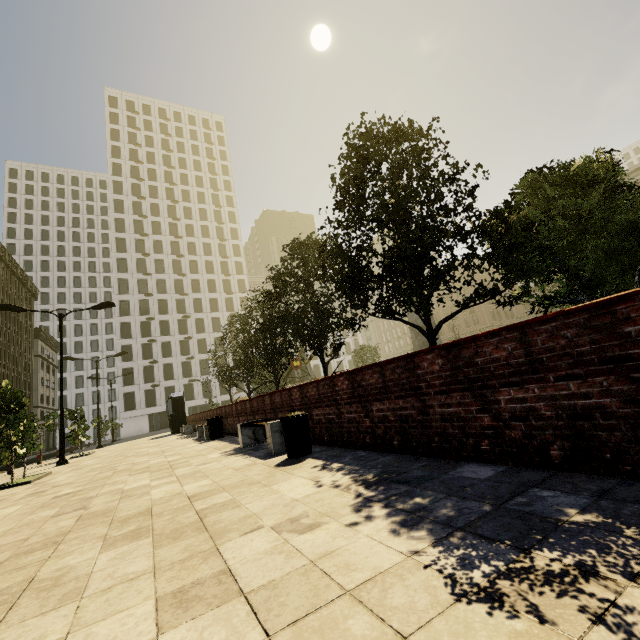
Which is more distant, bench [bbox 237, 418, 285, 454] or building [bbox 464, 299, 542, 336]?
building [bbox 464, 299, 542, 336]

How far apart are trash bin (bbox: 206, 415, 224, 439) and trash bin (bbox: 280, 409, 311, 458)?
8.09m

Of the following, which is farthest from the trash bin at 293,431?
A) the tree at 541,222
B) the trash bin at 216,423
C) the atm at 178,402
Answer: the atm at 178,402

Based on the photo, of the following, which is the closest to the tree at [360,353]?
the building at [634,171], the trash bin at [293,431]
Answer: the building at [634,171]

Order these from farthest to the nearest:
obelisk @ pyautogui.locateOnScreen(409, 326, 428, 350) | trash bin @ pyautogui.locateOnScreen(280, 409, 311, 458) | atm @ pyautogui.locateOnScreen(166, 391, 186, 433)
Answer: atm @ pyautogui.locateOnScreen(166, 391, 186, 433)
obelisk @ pyautogui.locateOnScreen(409, 326, 428, 350)
trash bin @ pyautogui.locateOnScreen(280, 409, 311, 458)

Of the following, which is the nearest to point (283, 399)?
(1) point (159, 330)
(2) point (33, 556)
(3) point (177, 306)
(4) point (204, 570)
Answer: (2) point (33, 556)

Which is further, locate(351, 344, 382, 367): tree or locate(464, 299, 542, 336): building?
locate(464, 299, 542, 336): building

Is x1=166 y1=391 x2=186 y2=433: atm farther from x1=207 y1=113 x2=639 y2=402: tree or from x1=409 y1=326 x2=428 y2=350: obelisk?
x1=409 y1=326 x2=428 y2=350: obelisk
